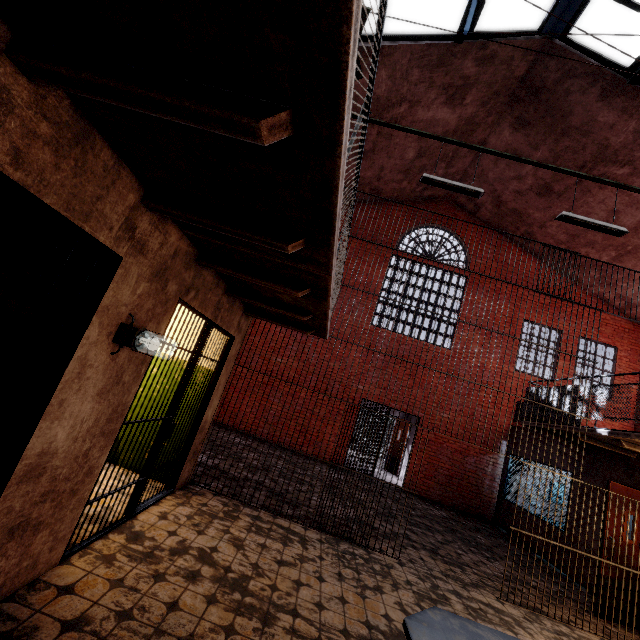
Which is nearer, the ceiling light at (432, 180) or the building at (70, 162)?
the building at (70, 162)

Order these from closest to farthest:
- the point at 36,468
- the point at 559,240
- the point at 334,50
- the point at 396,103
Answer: the point at 334,50, the point at 36,468, the point at 396,103, the point at 559,240

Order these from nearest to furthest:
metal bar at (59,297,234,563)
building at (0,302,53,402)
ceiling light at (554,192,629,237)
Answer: building at (0,302,53,402) → metal bar at (59,297,234,563) → ceiling light at (554,192,629,237)

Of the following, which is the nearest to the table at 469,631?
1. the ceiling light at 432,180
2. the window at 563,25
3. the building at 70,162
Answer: the building at 70,162

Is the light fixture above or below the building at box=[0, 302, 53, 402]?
above

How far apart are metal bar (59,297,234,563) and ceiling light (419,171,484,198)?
4.5 meters

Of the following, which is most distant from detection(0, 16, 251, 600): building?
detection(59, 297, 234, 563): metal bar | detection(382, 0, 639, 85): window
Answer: detection(382, 0, 639, 85): window

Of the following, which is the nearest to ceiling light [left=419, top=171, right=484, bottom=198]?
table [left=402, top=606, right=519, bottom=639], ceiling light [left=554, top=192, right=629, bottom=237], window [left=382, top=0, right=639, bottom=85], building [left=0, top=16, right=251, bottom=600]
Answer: ceiling light [left=554, top=192, right=629, bottom=237]
